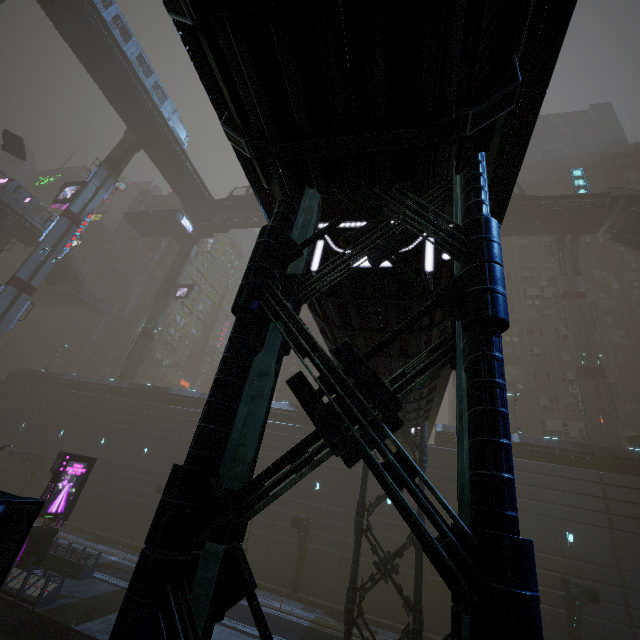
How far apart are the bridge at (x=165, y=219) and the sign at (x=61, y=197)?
13.0 meters

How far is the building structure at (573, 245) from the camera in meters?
35.4

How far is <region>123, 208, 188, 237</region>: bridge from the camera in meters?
51.7

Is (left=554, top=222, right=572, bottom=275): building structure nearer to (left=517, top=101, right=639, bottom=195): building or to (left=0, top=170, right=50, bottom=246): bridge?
(left=517, top=101, right=639, bottom=195): building

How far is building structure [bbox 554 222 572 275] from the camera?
35.9 meters

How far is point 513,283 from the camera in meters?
44.6 m

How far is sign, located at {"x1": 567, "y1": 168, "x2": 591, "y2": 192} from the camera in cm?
3612

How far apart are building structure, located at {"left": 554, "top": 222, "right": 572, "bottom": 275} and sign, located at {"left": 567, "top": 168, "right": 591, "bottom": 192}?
2.7m
